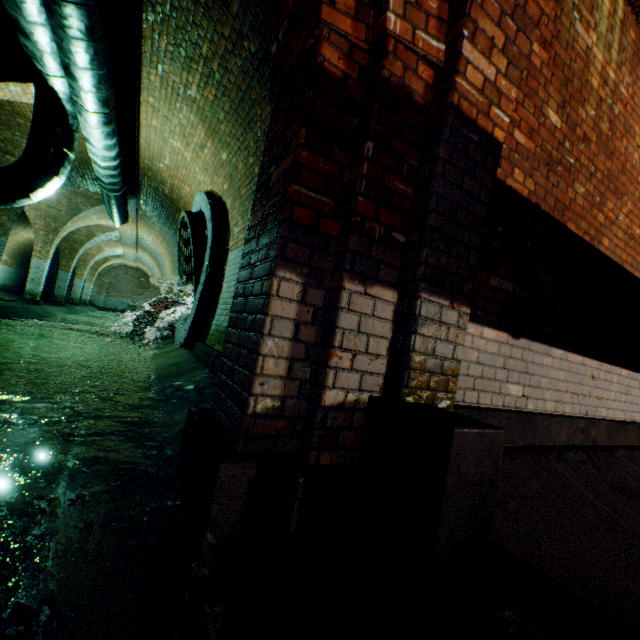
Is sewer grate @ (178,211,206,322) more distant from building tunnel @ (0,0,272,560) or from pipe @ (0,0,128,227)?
pipe @ (0,0,128,227)

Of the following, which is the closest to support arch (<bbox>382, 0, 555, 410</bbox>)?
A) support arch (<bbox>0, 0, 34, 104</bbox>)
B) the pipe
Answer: the pipe

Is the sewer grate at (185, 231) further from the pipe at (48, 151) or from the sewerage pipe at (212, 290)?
the pipe at (48, 151)

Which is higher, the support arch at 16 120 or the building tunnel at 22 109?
the building tunnel at 22 109

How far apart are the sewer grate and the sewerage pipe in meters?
0.0

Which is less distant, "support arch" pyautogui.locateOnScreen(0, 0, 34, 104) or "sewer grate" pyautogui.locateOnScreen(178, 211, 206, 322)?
"support arch" pyautogui.locateOnScreen(0, 0, 34, 104)

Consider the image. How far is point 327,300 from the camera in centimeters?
160cm

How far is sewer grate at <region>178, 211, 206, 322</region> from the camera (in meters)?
6.02
